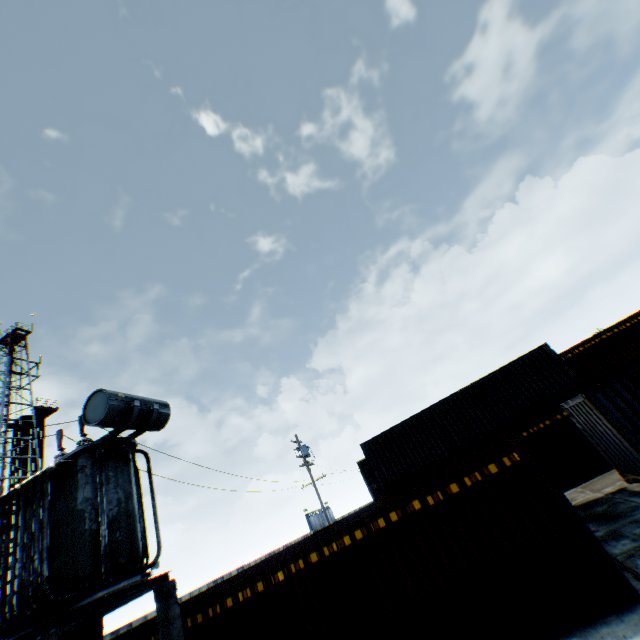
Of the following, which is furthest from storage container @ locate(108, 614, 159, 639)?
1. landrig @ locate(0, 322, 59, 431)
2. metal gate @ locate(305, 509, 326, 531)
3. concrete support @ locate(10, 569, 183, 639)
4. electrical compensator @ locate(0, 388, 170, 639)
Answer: metal gate @ locate(305, 509, 326, 531)

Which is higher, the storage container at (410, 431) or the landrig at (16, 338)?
the landrig at (16, 338)

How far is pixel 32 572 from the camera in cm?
582

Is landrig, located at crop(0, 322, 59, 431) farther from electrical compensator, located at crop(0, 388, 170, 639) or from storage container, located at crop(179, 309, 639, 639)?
electrical compensator, located at crop(0, 388, 170, 639)

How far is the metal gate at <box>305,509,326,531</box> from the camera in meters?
54.9 m

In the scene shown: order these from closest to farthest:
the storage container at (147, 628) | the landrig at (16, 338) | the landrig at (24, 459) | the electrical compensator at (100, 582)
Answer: the electrical compensator at (100, 582) → the storage container at (147, 628) → the landrig at (24, 459) → the landrig at (16, 338)

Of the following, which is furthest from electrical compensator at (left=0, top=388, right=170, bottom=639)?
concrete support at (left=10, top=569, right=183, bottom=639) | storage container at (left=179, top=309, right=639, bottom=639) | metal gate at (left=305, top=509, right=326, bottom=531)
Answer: metal gate at (left=305, top=509, right=326, bottom=531)

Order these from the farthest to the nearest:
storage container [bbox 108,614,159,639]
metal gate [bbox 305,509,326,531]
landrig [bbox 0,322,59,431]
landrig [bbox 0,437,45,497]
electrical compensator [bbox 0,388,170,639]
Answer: metal gate [bbox 305,509,326,531], landrig [bbox 0,322,59,431], landrig [bbox 0,437,45,497], storage container [bbox 108,614,159,639], electrical compensator [bbox 0,388,170,639]
